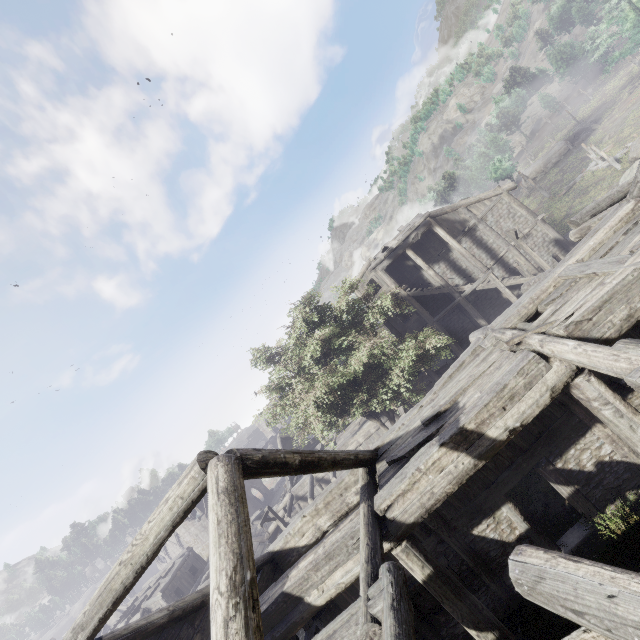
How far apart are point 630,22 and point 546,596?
56.0m
